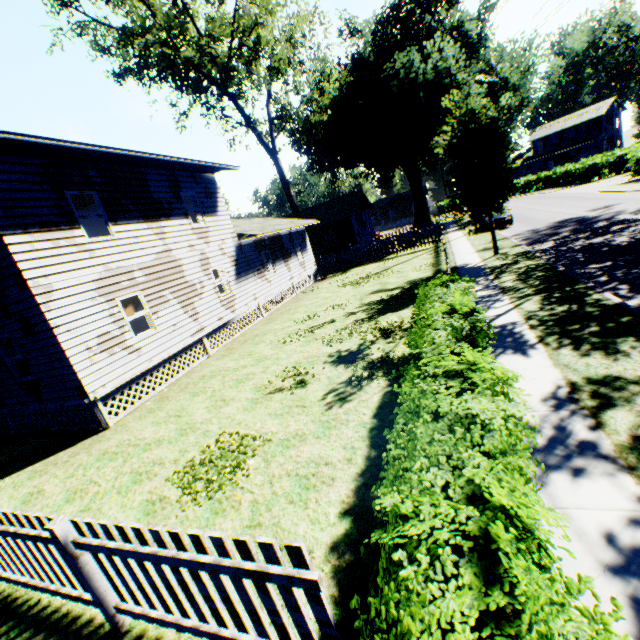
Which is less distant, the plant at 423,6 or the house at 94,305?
the house at 94,305

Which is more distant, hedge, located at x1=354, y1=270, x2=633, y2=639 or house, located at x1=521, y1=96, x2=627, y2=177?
house, located at x1=521, y1=96, x2=627, y2=177

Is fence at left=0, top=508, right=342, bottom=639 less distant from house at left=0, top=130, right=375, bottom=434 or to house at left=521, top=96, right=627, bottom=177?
house at left=0, top=130, right=375, bottom=434

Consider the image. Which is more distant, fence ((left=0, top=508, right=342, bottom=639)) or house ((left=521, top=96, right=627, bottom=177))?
house ((left=521, top=96, right=627, bottom=177))

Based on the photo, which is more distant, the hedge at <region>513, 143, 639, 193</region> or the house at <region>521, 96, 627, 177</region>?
the house at <region>521, 96, 627, 177</region>

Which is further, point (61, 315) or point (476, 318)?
point (61, 315)

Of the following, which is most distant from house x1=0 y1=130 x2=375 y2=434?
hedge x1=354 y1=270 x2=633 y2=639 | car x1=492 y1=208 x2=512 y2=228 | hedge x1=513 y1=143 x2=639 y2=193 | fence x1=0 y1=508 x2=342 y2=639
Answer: hedge x1=513 y1=143 x2=639 y2=193

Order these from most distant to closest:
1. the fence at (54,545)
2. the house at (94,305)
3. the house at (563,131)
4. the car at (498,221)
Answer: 1. the house at (563,131)
2. the car at (498,221)
3. the house at (94,305)
4. the fence at (54,545)
